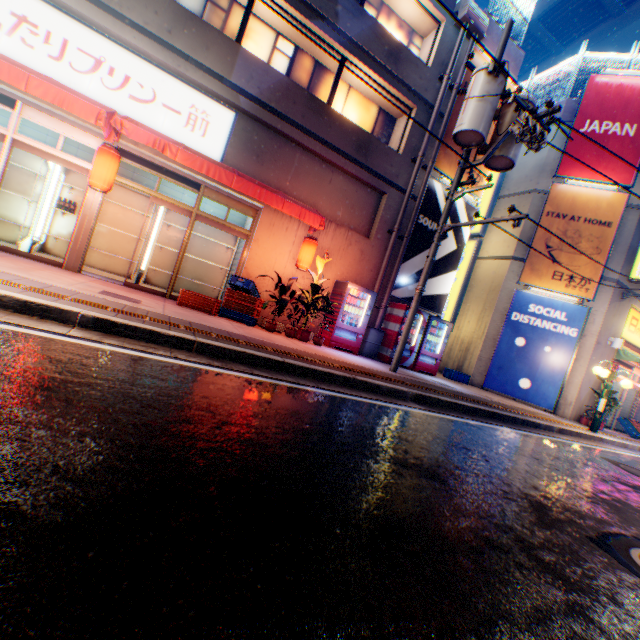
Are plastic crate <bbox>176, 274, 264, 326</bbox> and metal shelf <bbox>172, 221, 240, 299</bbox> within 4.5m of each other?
yes

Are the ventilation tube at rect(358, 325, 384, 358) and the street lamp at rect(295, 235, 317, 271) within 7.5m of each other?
yes

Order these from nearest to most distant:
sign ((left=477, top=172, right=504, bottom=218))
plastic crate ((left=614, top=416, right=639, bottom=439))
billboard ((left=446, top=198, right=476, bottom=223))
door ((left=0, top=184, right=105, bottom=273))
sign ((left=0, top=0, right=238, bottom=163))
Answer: sign ((left=0, top=0, right=238, bottom=163))
door ((left=0, top=184, right=105, bottom=273))
billboard ((left=446, top=198, right=476, bottom=223))
plastic crate ((left=614, top=416, right=639, bottom=439))
sign ((left=477, top=172, right=504, bottom=218))

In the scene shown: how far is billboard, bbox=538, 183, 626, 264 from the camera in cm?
1255

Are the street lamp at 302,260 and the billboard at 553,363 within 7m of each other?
no

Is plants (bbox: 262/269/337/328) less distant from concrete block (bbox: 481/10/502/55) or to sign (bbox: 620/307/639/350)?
concrete block (bbox: 481/10/502/55)

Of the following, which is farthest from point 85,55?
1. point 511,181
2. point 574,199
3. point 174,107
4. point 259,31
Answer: point 574,199

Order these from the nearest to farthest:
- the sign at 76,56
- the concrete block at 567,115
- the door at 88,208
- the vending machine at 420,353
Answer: the sign at 76,56
the door at 88,208
the vending machine at 420,353
the concrete block at 567,115
